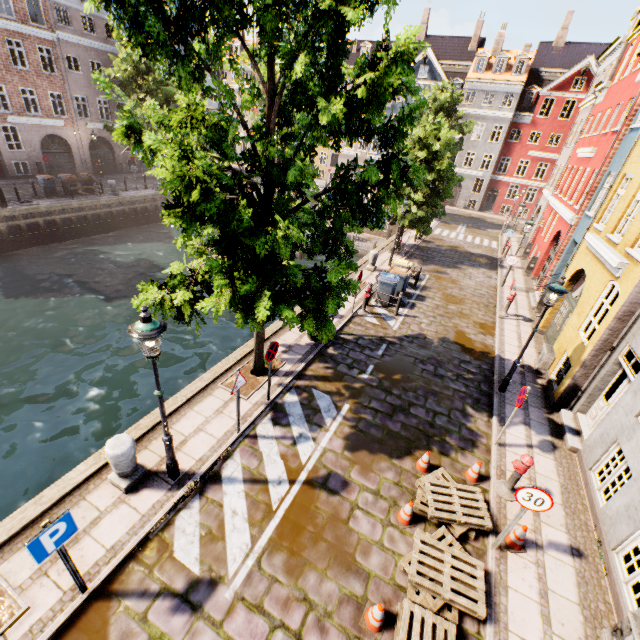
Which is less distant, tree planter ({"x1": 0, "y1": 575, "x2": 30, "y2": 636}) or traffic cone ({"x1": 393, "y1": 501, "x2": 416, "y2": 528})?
tree planter ({"x1": 0, "y1": 575, "x2": 30, "y2": 636})

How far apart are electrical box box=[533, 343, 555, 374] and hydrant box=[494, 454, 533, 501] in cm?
565

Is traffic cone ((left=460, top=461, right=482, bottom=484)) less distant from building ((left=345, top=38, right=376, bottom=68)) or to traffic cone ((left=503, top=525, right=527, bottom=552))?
traffic cone ((left=503, top=525, right=527, bottom=552))

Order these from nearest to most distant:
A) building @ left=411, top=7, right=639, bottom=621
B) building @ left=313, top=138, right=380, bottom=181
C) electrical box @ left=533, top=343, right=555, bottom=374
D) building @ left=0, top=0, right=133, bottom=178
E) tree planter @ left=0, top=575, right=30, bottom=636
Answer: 1. tree planter @ left=0, top=575, right=30, bottom=636
2. building @ left=411, top=7, right=639, bottom=621
3. electrical box @ left=533, top=343, right=555, bottom=374
4. building @ left=0, top=0, right=133, bottom=178
5. building @ left=313, top=138, right=380, bottom=181

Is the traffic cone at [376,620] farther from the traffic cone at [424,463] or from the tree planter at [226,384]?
the tree planter at [226,384]

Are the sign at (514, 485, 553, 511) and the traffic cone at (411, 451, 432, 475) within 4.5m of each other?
yes

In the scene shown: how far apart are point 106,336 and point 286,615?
13.3 meters

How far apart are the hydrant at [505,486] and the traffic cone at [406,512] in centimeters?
216cm
